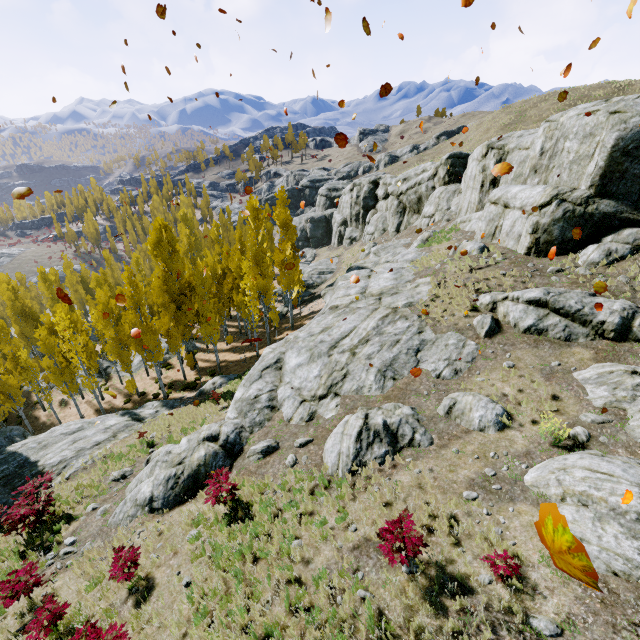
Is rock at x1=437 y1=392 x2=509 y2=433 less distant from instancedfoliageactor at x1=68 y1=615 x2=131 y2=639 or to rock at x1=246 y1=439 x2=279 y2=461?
rock at x1=246 y1=439 x2=279 y2=461

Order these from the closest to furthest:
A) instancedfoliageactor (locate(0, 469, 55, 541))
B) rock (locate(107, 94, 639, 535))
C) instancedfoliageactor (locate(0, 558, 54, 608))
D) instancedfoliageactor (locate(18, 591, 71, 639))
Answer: instancedfoliageactor (locate(18, 591, 71, 639)) → instancedfoliageactor (locate(0, 558, 54, 608)) → instancedfoliageactor (locate(0, 469, 55, 541)) → rock (locate(107, 94, 639, 535))

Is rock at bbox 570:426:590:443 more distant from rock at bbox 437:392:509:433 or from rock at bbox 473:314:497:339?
rock at bbox 437:392:509:433

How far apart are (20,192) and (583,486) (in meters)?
11.15

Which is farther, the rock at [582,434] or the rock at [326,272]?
the rock at [326,272]

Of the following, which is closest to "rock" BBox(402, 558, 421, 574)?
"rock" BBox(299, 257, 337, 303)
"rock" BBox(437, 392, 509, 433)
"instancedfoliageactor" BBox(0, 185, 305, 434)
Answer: "instancedfoliageactor" BBox(0, 185, 305, 434)

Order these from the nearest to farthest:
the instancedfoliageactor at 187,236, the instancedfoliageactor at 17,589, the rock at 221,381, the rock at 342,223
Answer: the instancedfoliageactor at 17,589 → the rock at 342,223 → the rock at 221,381 → the instancedfoliageactor at 187,236

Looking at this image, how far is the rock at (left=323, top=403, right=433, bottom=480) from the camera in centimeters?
966cm
